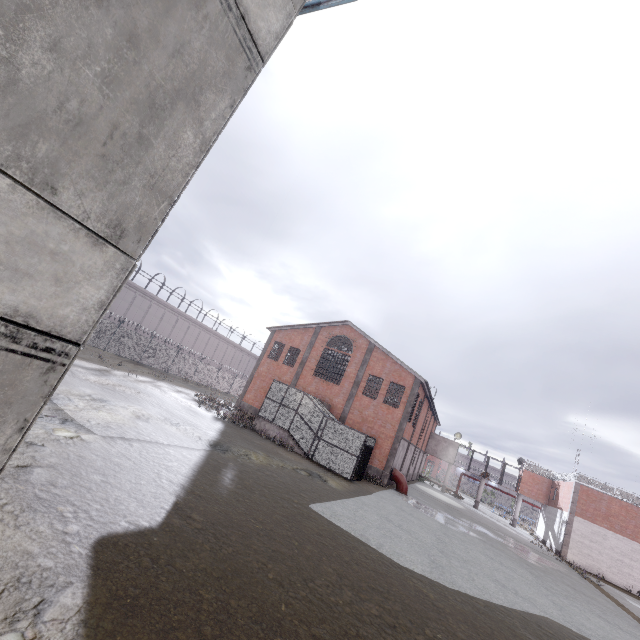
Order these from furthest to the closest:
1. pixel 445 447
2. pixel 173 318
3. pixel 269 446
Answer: pixel 173 318 < pixel 445 447 < pixel 269 446

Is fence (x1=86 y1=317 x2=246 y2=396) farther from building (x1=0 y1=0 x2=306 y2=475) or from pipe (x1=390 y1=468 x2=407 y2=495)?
pipe (x1=390 y1=468 x2=407 y2=495)

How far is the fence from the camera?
30.8m

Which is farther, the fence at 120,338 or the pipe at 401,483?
the fence at 120,338

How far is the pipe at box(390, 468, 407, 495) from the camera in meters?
25.6 m

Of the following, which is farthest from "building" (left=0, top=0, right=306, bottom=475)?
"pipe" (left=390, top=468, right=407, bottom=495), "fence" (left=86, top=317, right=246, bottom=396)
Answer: "pipe" (left=390, top=468, right=407, bottom=495)

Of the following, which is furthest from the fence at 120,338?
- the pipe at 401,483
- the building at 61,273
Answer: the pipe at 401,483
